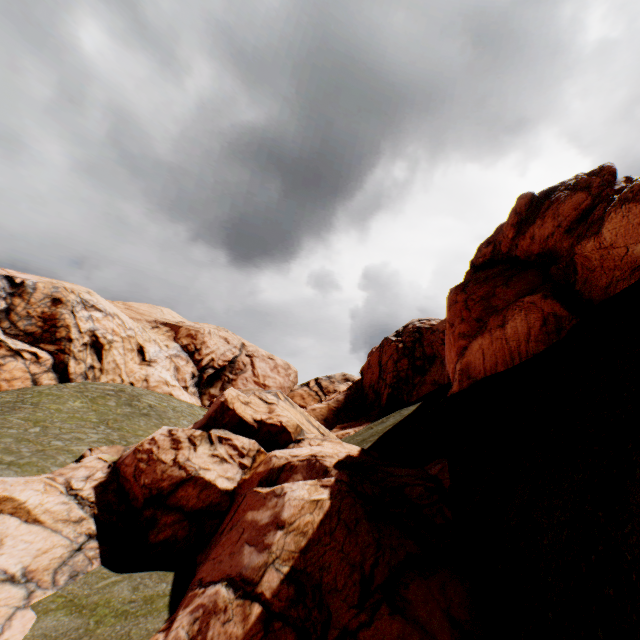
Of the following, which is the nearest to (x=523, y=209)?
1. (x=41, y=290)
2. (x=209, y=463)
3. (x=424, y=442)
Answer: (x=424, y=442)
